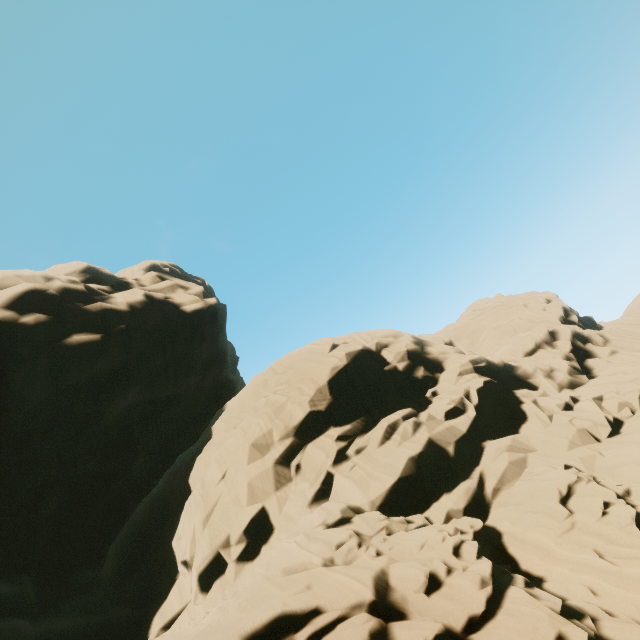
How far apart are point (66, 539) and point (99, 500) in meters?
2.3
